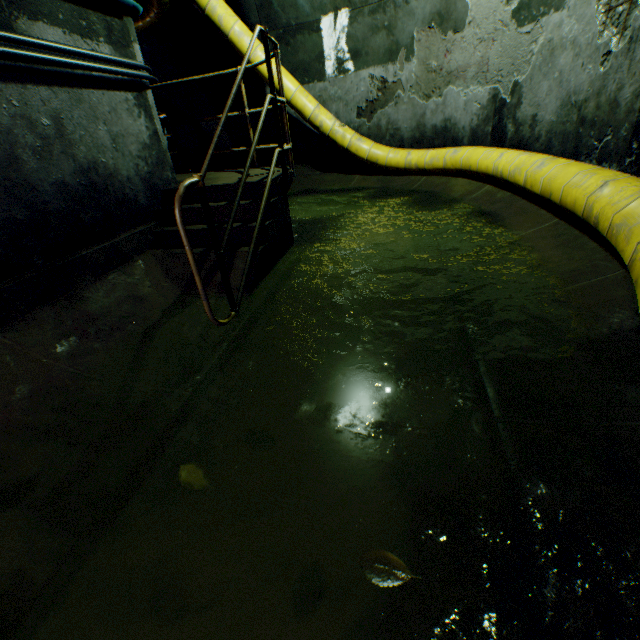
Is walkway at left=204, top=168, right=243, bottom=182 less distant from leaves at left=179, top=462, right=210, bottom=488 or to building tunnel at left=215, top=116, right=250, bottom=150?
building tunnel at left=215, top=116, right=250, bottom=150

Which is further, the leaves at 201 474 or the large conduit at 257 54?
the large conduit at 257 54

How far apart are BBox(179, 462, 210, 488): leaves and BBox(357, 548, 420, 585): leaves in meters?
0.7 m

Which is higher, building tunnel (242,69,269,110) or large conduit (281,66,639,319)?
building tunnel (242,69,269,110)

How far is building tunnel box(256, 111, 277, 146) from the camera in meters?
7.6 m

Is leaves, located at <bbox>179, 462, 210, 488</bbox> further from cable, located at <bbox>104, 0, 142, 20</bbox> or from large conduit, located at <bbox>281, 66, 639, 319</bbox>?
cable, located at <bbox>104, 0, 142, 20</bbox>

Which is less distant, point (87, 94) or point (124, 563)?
point (124, 563)

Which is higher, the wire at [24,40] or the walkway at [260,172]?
the wire at [24,40]
